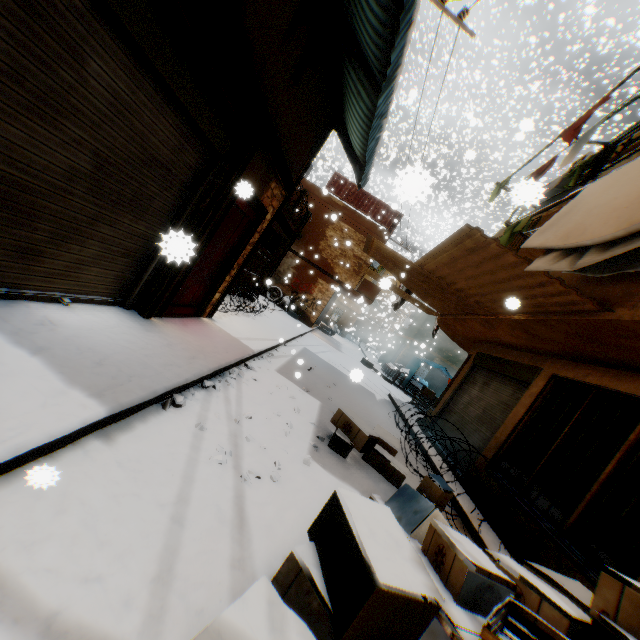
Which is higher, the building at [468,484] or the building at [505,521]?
the building at [505,521]

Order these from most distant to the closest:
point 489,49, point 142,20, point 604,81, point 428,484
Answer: point 489,49 → point 604,81 → point 428,484 → point 142,20

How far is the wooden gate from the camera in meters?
11.1 m

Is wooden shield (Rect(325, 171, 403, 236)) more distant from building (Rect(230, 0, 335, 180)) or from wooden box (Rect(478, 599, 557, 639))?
wooden box (Rect(478, 599, 557, 639))

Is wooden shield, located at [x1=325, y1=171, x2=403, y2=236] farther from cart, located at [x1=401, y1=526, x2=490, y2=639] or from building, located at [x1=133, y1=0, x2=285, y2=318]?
cart, located at [x1=401, y1=526, x2=490, y2=639]

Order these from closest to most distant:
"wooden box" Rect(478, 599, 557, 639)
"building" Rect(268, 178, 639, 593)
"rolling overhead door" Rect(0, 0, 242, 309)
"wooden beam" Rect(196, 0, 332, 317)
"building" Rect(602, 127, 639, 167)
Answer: "wooden box" Rect(478, 599, 557, 639) < "rolling overhead door" Rect(0, 0, 242, 309) < "wooden beam" Rect(196, 0, 332, 317) < "building" Rect(268, 178, 639, 593) < "building" Rect(602, 127, 639, 167)

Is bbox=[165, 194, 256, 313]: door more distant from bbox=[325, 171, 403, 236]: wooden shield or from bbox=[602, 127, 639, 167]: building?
bbox=[325, 171, 403, 236]: wooden shield

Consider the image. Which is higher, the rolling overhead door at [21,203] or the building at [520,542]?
the rolling overhead door at [21,203]
